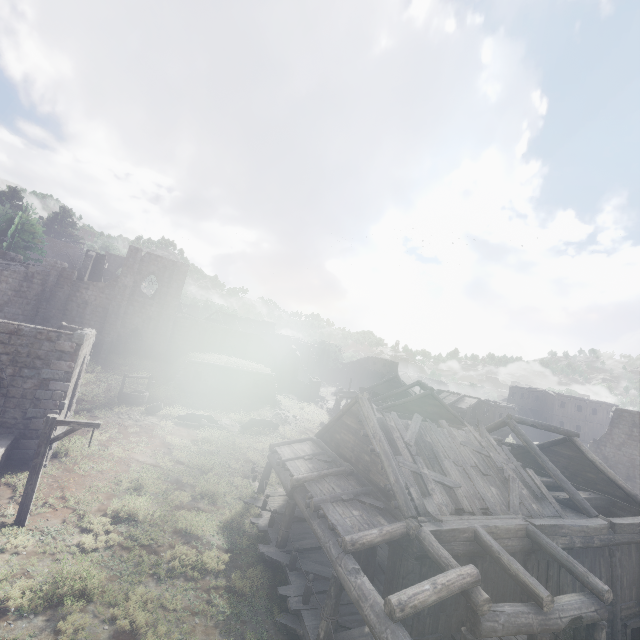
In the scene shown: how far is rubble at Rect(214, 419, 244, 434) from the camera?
23.2m

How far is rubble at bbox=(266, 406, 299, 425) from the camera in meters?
27.8

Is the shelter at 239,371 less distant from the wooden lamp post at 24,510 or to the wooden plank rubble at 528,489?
the wooden lamp post at 24,510

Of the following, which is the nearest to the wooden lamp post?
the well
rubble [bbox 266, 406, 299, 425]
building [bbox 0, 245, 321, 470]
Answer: building [bbox 0, 245, 321, 470]

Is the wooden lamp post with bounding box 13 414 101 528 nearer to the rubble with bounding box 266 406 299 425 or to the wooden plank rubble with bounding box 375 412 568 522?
the wooden plank rubble with bounding box 375 412 568 522

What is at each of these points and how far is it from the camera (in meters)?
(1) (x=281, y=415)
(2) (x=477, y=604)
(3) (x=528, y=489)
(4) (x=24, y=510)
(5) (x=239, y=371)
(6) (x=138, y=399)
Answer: (1) rubble, 28.41
(2) building, 7.48
(3) wooden plank rubble, 13.39
(4) wooden lamp post, 10.04
(5) shelter, 30.39
(6) well, 23.06

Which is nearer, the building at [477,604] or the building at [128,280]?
the building at [477,604]

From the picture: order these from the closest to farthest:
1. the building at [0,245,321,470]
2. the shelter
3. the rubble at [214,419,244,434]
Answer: the building at [0,245,321,470]
the rubble at [214,419,244,434]
the shelter
